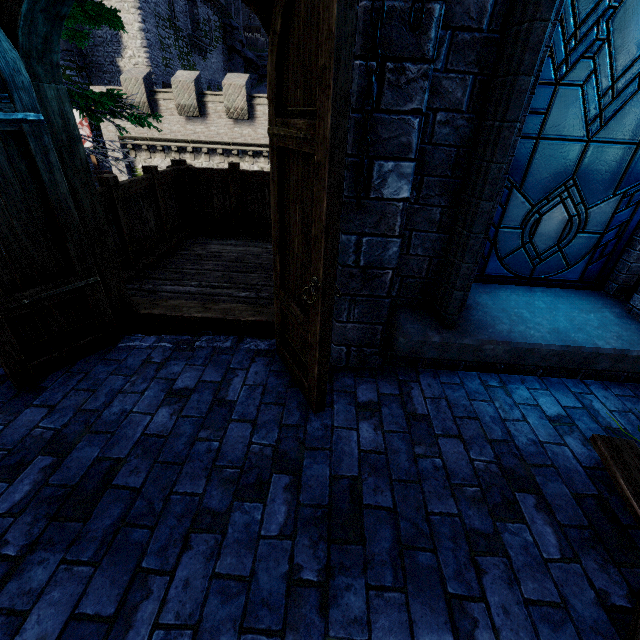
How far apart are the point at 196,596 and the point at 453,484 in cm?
152

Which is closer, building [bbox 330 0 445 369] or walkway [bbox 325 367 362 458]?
building [bbox 330 0 445 369]

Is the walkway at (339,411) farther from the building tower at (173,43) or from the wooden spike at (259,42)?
the wooden spike at (259,42)

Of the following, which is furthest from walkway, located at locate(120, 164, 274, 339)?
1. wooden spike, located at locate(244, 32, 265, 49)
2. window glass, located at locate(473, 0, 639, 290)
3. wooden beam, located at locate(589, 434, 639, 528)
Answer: wooden spike, located at locate(244, 32, 265, 49)

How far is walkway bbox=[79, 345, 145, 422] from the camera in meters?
2.4 m

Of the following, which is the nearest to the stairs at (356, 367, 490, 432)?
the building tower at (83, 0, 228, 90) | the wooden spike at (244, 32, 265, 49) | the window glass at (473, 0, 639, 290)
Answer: the window glass at (473, 0, 639, 290)

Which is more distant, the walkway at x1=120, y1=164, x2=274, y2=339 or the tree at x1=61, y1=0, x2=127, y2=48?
the tree at x1=61, y1=0, x2=127, y2=48

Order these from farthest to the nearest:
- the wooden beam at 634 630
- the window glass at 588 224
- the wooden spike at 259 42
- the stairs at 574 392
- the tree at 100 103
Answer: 1. the wooden spike at 259 42
2. the tree at 100 103
3. the stairs at 574 392
4. the window glass at 588 224
5. the wooden beam at 634 630
